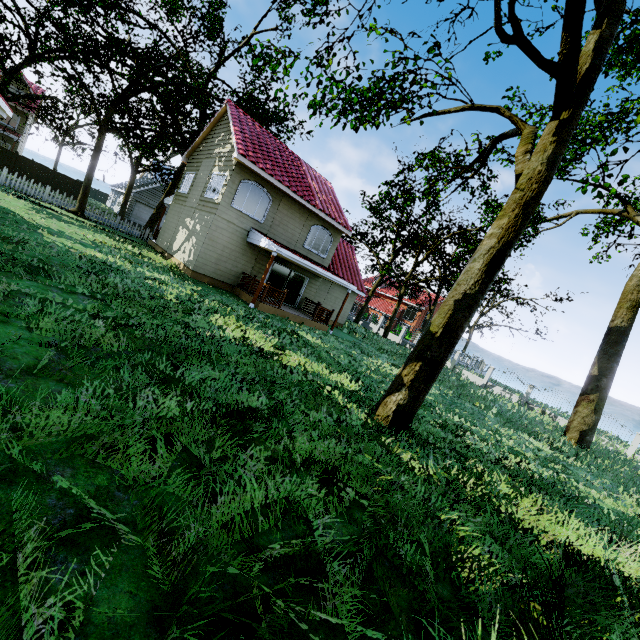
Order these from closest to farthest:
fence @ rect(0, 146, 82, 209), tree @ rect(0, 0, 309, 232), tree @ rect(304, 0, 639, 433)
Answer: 1. tree @ rect(304, 0, 639, 433)
2. tree @ rect(0, 0, 309, 232)
3. fence @ rect(0, 146, 82, 209)

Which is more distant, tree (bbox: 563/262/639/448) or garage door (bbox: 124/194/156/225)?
garage door (bbox: 124/194/156/225)

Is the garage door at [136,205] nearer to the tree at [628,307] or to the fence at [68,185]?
the tree at [628,307]

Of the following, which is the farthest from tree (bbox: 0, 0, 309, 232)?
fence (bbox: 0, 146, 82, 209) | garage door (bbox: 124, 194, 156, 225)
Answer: garage door (bbox: 124, 194, 156, 225)

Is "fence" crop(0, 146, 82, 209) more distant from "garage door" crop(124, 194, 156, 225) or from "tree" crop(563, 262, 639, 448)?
"garage door" crop(124, 194, 156, 225)

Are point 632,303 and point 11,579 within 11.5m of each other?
no
